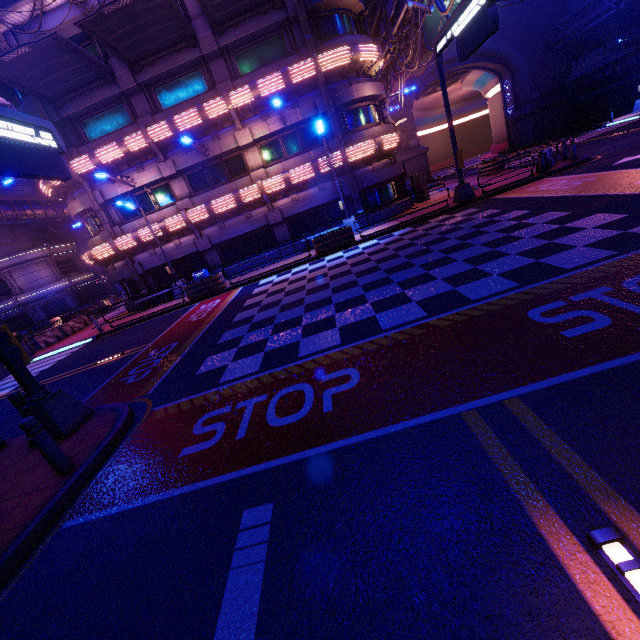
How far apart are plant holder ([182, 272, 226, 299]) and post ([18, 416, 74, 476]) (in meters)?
13.14

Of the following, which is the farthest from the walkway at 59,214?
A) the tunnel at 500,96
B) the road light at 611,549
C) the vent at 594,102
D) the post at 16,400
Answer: the vent at 594,102

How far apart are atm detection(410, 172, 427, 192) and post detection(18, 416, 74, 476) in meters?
23.5

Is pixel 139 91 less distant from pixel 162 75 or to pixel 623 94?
pixel 162 75

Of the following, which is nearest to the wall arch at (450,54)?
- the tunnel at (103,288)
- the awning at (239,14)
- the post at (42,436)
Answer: the awning at (239,14)

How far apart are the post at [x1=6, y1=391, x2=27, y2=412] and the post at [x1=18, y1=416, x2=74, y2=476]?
2.70m

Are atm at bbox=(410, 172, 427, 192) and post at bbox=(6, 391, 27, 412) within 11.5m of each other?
no

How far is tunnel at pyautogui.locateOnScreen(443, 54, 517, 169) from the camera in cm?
3788
